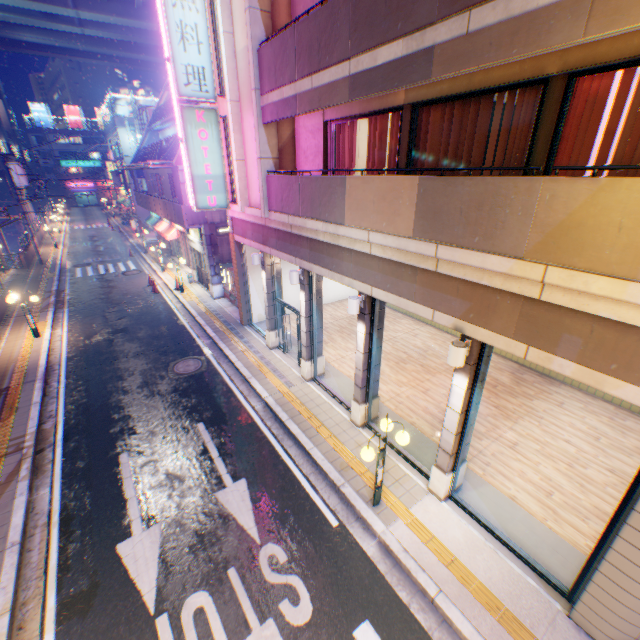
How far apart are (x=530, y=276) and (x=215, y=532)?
7.9m

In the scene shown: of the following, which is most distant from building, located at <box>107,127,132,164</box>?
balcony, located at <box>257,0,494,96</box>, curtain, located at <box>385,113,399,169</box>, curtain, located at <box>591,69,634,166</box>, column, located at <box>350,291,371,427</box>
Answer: curtain, located at <box>591,69,634,166</box>

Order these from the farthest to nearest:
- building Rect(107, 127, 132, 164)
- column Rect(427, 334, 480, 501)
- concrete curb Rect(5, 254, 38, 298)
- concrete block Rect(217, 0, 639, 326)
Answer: building Rect(107, 127, 132, 164)
concrete curb Rect(5, 254, 38, 298)
column Rect(427, 334, 480, 501)
concrete block Rect(217, 0, 639, 326)

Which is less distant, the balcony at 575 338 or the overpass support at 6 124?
the balcony at 575 338

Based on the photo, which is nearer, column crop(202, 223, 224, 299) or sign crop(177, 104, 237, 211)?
sign crop(177, 104, 237, 211)

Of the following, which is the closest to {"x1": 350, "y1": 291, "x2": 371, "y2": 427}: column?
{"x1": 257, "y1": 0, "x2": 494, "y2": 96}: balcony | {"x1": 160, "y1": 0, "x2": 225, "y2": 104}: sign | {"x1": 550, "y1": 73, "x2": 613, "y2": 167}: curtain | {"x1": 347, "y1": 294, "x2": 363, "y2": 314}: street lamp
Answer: {"x1": 347, "y1": 294, "x2": 363, "y2": 314}: street lamp

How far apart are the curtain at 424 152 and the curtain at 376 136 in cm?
115

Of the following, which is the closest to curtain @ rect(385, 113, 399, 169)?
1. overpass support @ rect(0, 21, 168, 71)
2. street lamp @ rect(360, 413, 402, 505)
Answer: street lamp @ rect(360, 413, 402, 505)
